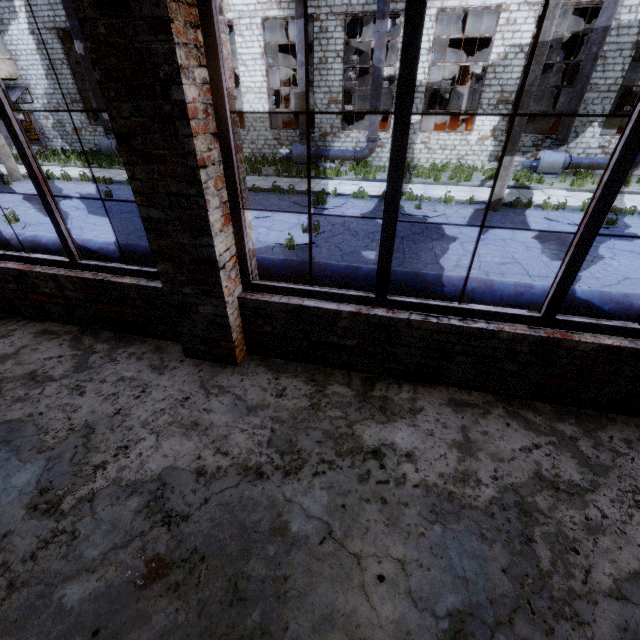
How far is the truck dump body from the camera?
40.9 meters

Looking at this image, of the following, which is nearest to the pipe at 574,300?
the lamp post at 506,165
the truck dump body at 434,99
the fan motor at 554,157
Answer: the lamp post at 506,165

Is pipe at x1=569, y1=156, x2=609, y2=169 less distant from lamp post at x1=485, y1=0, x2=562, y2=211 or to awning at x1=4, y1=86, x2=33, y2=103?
lamp post at x1=485, y1=0, x2=562, y2=211

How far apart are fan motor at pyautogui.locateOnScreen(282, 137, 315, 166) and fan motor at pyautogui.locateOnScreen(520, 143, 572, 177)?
11.3 meters

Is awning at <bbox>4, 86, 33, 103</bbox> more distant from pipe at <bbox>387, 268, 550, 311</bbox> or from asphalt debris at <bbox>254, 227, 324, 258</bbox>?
asphalt debris at <bbox>254, 227, 324, 258</bbox>

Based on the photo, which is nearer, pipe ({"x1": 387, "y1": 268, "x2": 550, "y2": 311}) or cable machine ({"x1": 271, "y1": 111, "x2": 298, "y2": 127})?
pipe ({"x1": 387, "y1": 268, "x2": 550, "y2": 311})

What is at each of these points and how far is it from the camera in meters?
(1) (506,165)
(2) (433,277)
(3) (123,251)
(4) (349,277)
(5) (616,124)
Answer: (1) lamp post, 10.8
(2) pipe, 4.6
(3) pipe, 5.6
(4) pipe, 4.8
(5) cable machine, 26.2

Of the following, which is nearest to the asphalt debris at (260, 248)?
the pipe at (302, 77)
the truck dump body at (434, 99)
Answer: the pipe at (302, 77)
